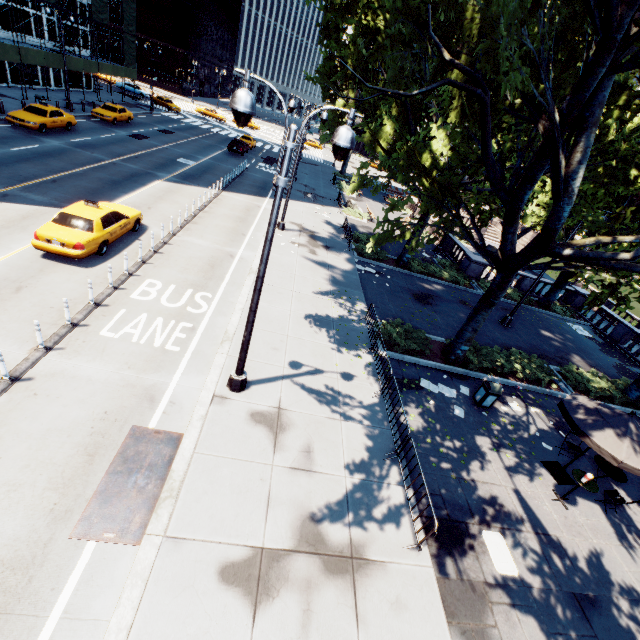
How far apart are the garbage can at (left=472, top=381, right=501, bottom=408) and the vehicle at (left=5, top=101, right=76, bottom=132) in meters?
32.4

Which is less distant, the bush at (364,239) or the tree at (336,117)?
the bush at (364,239)

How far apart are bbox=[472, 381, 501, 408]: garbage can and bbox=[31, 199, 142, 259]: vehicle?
15.7 meters

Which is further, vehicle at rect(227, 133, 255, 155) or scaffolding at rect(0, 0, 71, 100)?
vehicle at rect(227, 133, 255, 155)

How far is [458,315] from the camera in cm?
1894

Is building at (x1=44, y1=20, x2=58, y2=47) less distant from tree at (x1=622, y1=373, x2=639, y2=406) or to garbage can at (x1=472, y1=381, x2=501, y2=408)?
tree at (x1=622, y1=373, x2=639, y2=406)

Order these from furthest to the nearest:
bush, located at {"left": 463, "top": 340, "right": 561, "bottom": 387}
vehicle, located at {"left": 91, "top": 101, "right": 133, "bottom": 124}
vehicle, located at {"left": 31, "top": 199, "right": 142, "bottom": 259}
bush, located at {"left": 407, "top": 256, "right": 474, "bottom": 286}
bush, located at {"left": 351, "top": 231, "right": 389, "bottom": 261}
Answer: vehicle, located at {"left": 91, "top": 101, "right": 133, "bottom": 124}, bush, located at {"left": 407, "top": 256, "right": 474, "bottom": 286}, bush, located at {"left": 351, "top": 231, "right": 389, "bottom": 261}, bush, located at {"left": 463, "top": 340, "right": 561, "bottom": 387}, vehicle, located at {"left": 31, "top": 199, "right": 142, "bottom": 259}

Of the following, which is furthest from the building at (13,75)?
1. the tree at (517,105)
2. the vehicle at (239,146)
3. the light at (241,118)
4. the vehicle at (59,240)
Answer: the light at (241,118)
